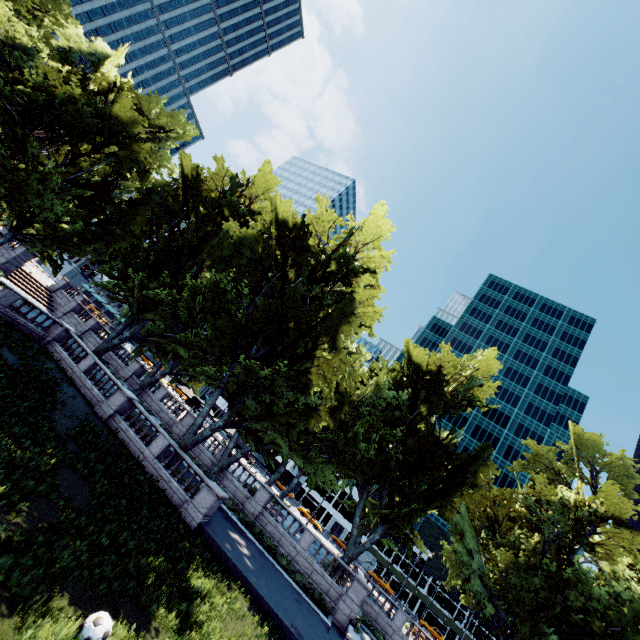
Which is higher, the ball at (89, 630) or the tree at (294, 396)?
the tree at (294, 396)

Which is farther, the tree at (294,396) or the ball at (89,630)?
the tree at (294,396)

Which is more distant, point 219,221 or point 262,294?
point 219,221

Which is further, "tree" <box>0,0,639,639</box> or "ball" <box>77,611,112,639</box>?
"tree" <box>0,0,639,639</box>

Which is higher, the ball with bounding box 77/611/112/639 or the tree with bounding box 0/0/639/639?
the tree with bounding box 0/0/639/639
